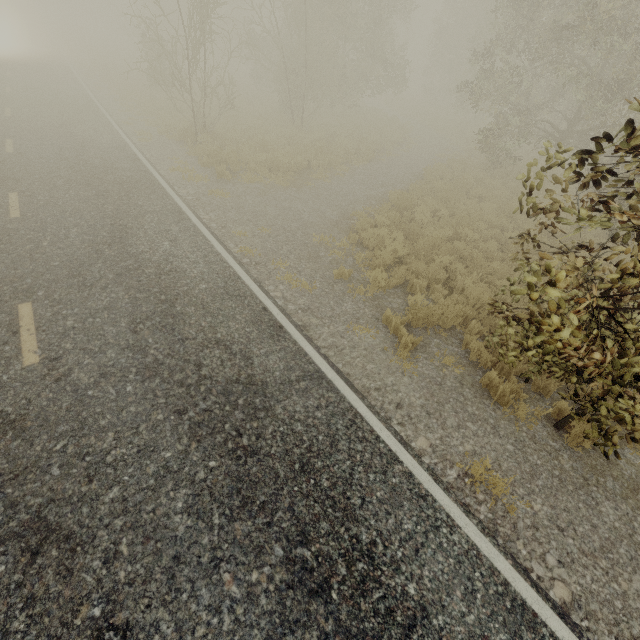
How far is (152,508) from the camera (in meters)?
3.34
